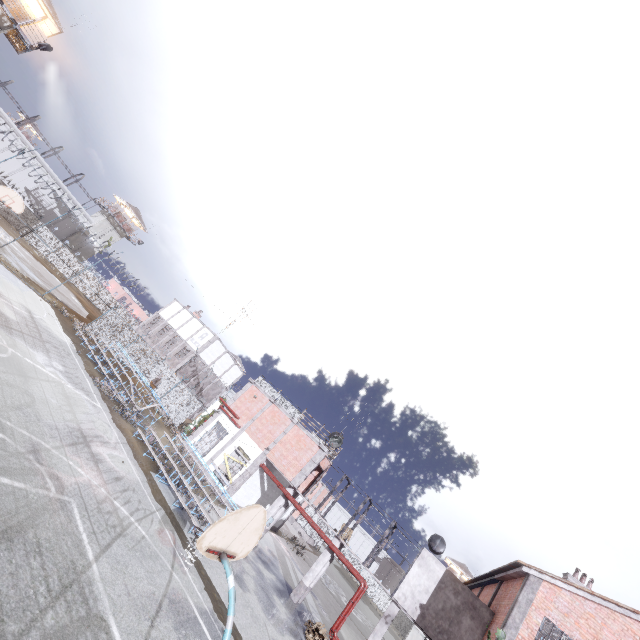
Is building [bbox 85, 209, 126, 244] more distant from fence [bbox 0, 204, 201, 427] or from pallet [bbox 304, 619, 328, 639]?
pallet [bbox 304, 619, 328, 639]

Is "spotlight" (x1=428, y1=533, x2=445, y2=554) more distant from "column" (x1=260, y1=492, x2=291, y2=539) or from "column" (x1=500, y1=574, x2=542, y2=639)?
"column" (x1=260, y1=492, x2=291, y2=539)

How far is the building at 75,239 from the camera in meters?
49.9 m

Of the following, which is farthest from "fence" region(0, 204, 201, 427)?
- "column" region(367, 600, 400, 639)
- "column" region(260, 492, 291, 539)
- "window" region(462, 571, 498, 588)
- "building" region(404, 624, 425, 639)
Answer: "window" region(462, 571, 498, 588)

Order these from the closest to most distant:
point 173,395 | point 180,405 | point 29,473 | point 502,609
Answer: point 29,473 → point 502,609 → point 180,405 → point 173,395

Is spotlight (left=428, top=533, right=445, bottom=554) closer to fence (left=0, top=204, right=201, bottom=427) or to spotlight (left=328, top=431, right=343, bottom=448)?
spotlight (left=328, top=431, right=343, bottom=448)

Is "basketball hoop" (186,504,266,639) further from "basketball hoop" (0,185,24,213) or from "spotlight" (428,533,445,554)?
"basketball hoop" (0,185,24,213)

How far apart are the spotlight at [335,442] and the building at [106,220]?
51.6 meters
